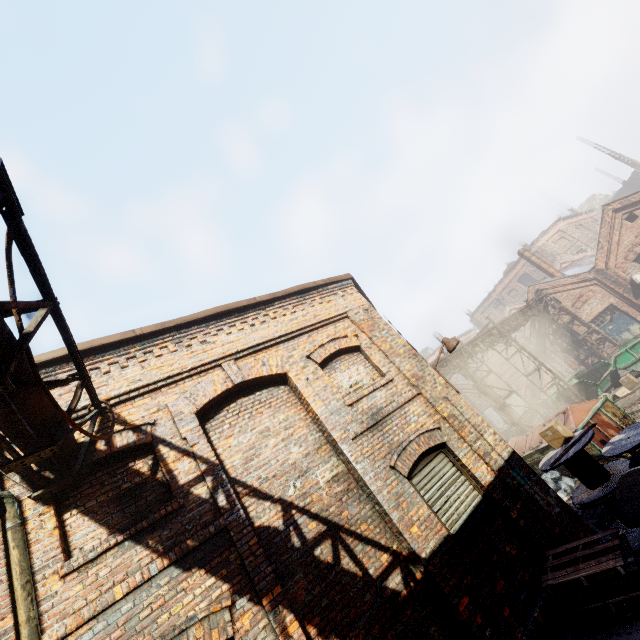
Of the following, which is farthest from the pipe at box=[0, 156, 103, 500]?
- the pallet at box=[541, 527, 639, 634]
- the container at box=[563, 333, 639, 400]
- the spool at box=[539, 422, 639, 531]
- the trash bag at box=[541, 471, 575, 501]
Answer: the container at box=[563, 333, 639, 400]

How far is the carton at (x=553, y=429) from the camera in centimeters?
804cm

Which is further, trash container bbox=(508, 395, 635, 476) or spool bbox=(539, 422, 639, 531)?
trash container bbox=(508, 395, 635, 476)

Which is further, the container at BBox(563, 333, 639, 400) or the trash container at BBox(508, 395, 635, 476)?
the container at BBox(563, 333, 639, 400)

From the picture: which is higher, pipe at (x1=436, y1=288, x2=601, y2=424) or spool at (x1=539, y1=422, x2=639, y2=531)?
pipe at (x1=436, y1=288, x2=601, y2=424)

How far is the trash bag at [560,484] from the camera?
10.7m

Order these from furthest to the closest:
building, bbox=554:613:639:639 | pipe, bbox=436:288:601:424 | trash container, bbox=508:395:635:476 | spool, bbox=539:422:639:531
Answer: pipe, bbox=436:288:601:424, trash container, bbox=508:395:635:476, spool, bbox=539:422:639:531, building, bbox=554:613:639:639

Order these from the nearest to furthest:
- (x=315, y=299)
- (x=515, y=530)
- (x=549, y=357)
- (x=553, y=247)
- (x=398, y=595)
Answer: (x=398, y=595)
(x=515, y=530)
(x=315, y=299)
(x=549, y=357)
(x=553, y=247)
